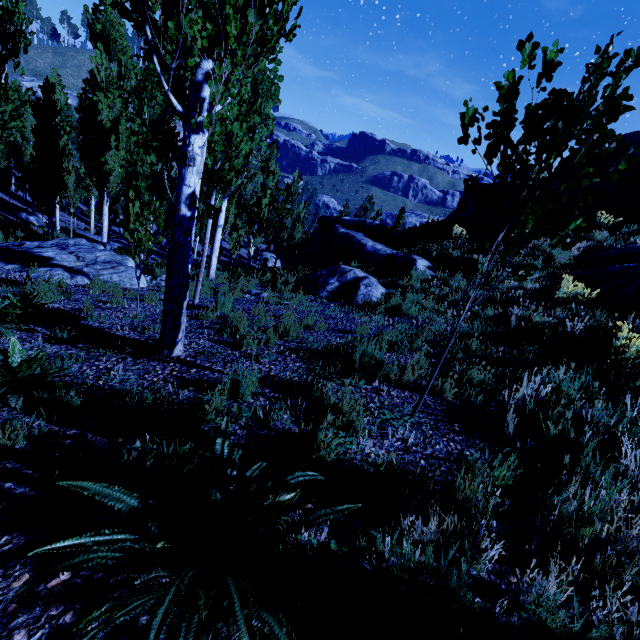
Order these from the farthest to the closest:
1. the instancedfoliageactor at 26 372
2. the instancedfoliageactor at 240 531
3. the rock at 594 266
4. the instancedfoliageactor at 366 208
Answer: the instancedfoliageactor at 366 208, the rock at 594 266, the instancedfoliageactor at 26 372, the instancedfoliageactor at 240 531

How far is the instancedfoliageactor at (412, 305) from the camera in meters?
7.5 m

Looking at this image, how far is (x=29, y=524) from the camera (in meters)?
1.87

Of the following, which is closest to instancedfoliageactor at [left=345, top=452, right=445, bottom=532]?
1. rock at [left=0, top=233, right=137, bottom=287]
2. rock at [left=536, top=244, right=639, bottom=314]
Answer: rock at [left=0, top=233, right=137, bottom=287]

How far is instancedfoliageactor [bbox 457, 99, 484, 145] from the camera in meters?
2.4 m

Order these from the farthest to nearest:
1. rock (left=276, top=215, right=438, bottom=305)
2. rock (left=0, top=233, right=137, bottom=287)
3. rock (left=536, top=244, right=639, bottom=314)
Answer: rock (left=276, top=215, right=438, bottom=305)
rock (left=0, top=233, right=137, bottom=287)
rock (left=536, top=244, right=639, bottom=314)

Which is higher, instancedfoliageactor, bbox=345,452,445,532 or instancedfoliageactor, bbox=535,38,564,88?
instancedfoliageactor, bbox=535,38,564,88

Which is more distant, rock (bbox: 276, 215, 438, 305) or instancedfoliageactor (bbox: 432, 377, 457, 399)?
rock (bbox: 276, 215, 438, 305)
